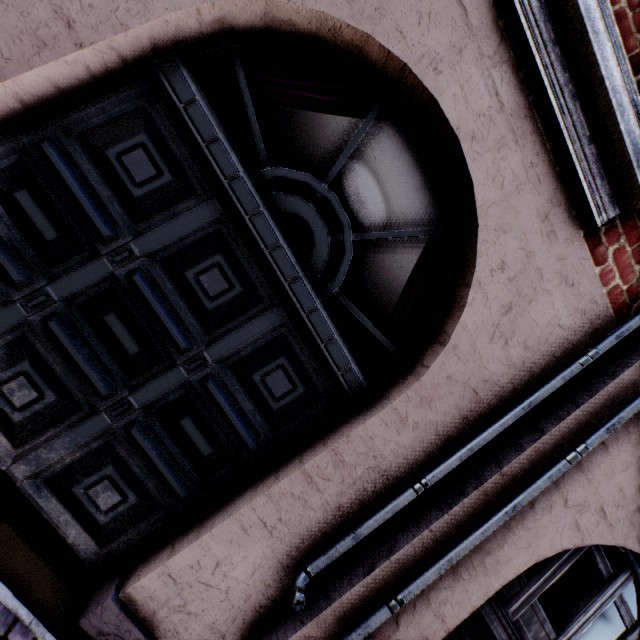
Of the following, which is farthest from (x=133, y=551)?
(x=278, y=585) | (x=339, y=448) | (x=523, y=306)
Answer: (x=523, y=306)
